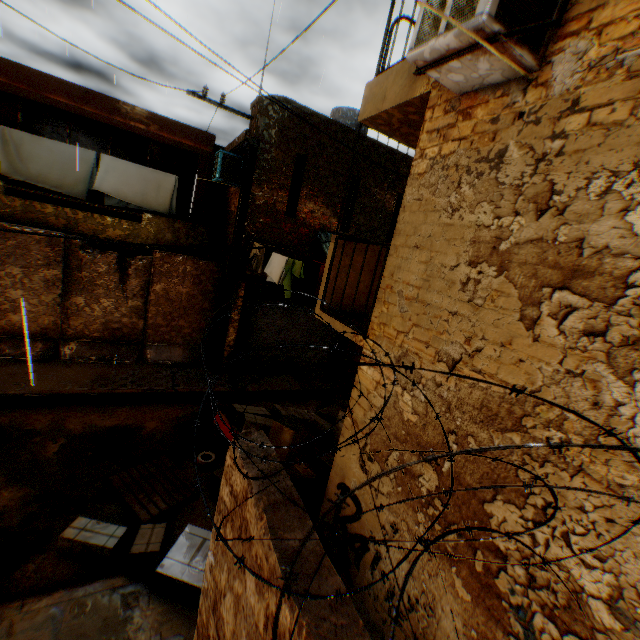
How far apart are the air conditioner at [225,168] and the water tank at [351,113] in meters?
4.8 m

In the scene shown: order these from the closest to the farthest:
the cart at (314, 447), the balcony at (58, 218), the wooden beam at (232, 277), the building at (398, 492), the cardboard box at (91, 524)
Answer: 1. the building at (398, 492)
2. the cardboard box at (91, 524)
3. the cart at (314, 447)
4. the balcony at (58, 218)
5. the wooden beam at (232, 277)

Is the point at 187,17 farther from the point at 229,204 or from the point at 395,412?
the point at 395,412

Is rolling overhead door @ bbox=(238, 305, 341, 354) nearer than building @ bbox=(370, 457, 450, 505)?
No

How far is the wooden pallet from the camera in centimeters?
512cm

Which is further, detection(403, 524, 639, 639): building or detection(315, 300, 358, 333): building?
detection(315, 300, 358, 333): building

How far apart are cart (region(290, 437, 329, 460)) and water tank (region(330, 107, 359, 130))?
10.19m
